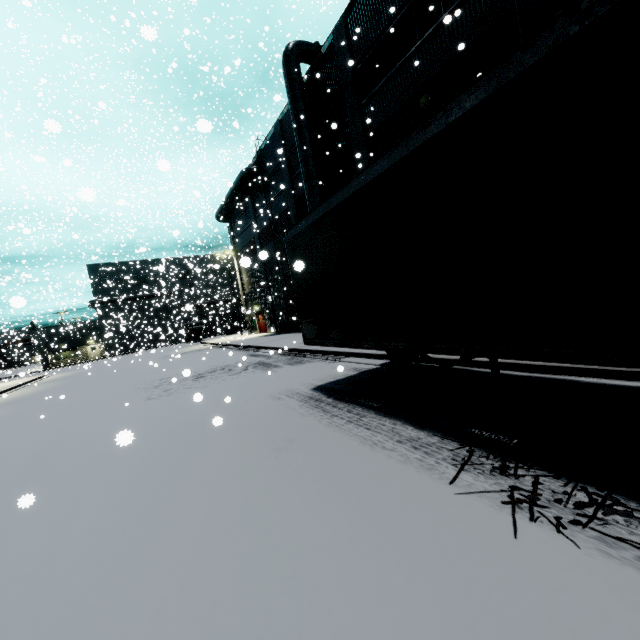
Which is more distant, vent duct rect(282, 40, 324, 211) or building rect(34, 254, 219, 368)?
building rect(34, 254, 219, 368)

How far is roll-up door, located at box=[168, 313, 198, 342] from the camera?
29.4m

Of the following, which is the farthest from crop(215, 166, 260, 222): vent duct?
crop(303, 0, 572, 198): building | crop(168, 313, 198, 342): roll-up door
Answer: crop(168, 313, 198, 342): roll-up door

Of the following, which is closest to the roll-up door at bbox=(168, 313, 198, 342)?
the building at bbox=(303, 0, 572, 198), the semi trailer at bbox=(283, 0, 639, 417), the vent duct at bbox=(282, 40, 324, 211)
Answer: the building at bbox=(303, 0, 572, 198)

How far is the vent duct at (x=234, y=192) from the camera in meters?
26.4 m

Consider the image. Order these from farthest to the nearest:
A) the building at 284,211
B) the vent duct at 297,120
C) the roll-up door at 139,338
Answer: the roll-up door at 139,338, the building at 284,211, the vent duct at 297,120

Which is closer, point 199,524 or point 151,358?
point 199,524
